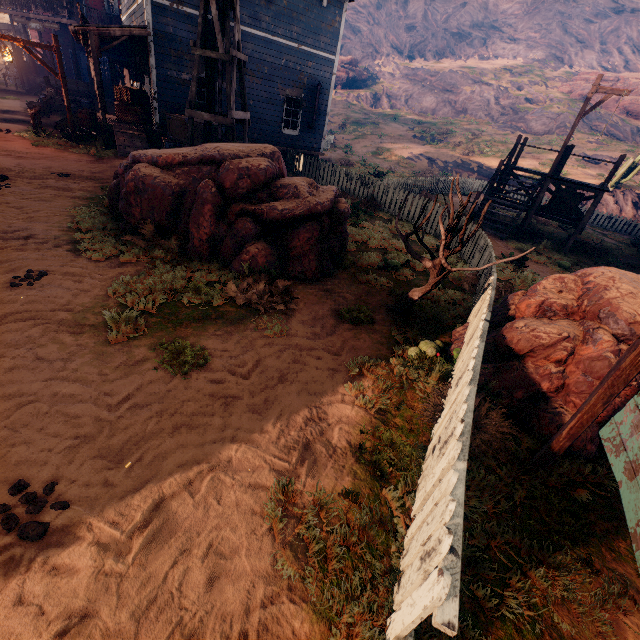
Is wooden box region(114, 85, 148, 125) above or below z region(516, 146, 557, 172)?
below

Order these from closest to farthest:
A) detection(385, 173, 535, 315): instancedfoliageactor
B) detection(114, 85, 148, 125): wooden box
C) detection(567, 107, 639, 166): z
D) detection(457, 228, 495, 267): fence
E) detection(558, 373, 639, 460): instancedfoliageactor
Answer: detection(558, 373, 639, 460): instancedfoliageactor → detection(385, 173, 535, 315): instancedfoliageactor → detection(457, 228, 495, 267): fence → detection(114, 85, 148, 125): wooden box → detection(567, 107, 639, 166): z

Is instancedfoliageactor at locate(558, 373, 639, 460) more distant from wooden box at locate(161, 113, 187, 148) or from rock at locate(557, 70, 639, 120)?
rock at locate(557, 70, 639, 120)

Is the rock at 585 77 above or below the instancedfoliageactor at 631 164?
above

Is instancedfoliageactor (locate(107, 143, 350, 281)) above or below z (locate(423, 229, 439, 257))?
above

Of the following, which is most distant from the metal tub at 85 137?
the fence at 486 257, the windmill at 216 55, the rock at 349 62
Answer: the rock at 349 62

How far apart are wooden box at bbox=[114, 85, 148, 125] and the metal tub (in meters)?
1.08

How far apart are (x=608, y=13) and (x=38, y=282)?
83.0 meters
